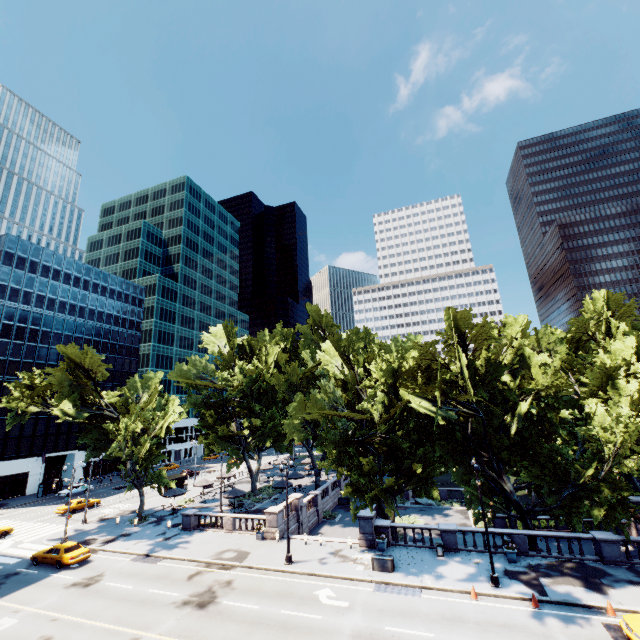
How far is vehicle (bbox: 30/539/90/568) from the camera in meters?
26.5 m

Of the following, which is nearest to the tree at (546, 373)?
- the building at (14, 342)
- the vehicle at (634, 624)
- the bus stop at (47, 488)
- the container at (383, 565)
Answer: the container at (383, 565)

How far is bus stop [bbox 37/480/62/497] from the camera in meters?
52.5

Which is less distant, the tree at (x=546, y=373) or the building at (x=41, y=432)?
the tree at (x=546, y=373)

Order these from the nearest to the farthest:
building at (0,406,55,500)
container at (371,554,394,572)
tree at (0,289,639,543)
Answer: container at (371,554,394,572) < tree at (0,289,639,543) < building at (0,406,55,500)

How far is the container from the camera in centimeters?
2275cm

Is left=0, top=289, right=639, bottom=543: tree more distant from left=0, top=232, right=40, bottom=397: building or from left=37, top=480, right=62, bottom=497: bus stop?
left=0, top=232, right=40, bottom=397: building

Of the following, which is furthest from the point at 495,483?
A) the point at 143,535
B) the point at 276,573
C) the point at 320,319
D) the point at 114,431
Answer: the point at 114,431
